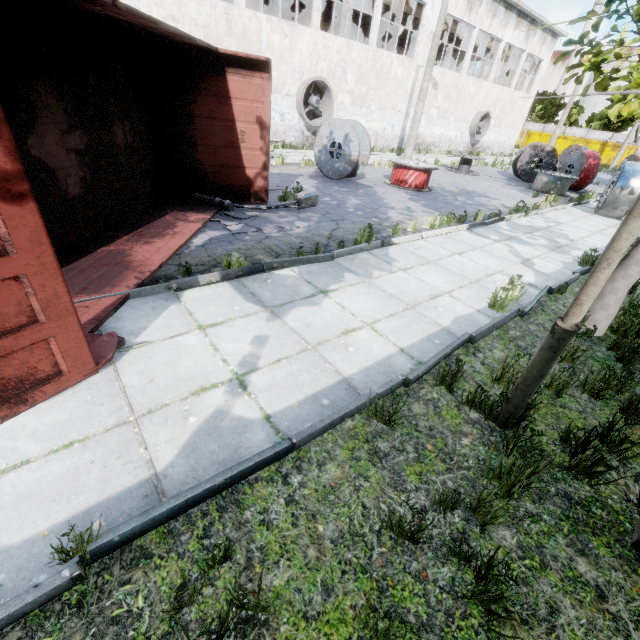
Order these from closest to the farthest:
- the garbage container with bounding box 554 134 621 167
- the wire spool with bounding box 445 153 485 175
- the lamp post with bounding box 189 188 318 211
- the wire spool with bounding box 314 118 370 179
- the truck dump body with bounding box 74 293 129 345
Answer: the truck dump body with bounding box 74 293 129 345, the lamp post with bounding box 189 188 318 211, the wire spool with bounding box 314 118 370 179, the wire spool with bounding box 445 153 485 175, the garbage container with bounding box 554 134 621 167

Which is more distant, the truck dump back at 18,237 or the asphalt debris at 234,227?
the asphalt debris at 234,227

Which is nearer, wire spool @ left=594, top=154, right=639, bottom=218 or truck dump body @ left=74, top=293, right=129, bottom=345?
truck dump body @ left=74, top=293, right=129, bottom=345

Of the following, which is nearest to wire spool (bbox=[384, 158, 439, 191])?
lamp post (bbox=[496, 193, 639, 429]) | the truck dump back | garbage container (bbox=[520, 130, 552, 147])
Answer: lamp post (bbox=[496, 193, 639, 429])

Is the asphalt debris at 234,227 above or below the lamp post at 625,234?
below

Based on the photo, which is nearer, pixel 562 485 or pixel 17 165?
pixel 17 165

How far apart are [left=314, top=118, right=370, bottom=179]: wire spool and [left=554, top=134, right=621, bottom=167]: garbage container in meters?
43.3

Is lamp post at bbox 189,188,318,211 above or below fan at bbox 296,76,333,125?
below
